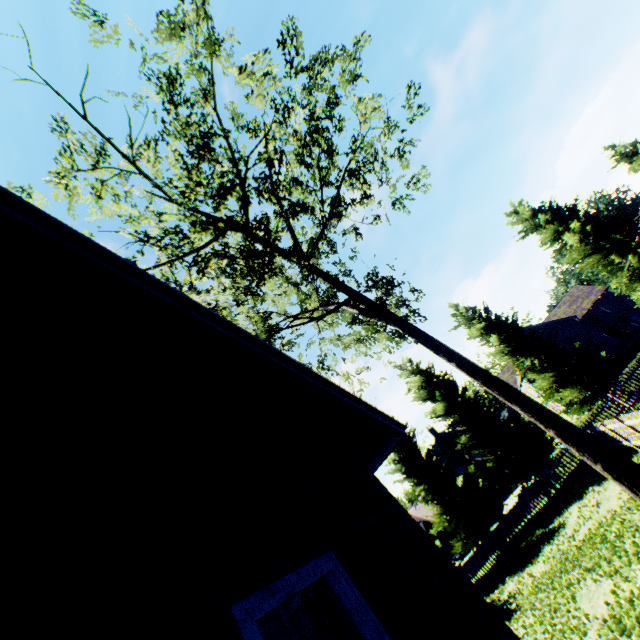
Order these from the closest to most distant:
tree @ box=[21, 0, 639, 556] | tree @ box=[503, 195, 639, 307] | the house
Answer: the house → tree @ box=[21, 0, 639, 556] → tree @ box=[503, 195, 639, 307]

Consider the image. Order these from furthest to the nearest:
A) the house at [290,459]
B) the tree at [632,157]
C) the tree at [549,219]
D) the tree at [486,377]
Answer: the tree at [632,157]
the tree at [549,219]
the tree at [486,377]
the house at [290,459]

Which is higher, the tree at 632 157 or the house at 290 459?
the tree at 632 157

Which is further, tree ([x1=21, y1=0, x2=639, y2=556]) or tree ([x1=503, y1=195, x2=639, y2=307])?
tree ([x1=503, y1=195, x2=639, y2=307])

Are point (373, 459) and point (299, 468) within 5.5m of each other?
yes

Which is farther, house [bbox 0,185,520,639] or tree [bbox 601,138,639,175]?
tree [bbox 601,138,639,175]

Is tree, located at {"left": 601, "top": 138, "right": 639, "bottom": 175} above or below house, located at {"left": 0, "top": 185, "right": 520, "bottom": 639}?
above
